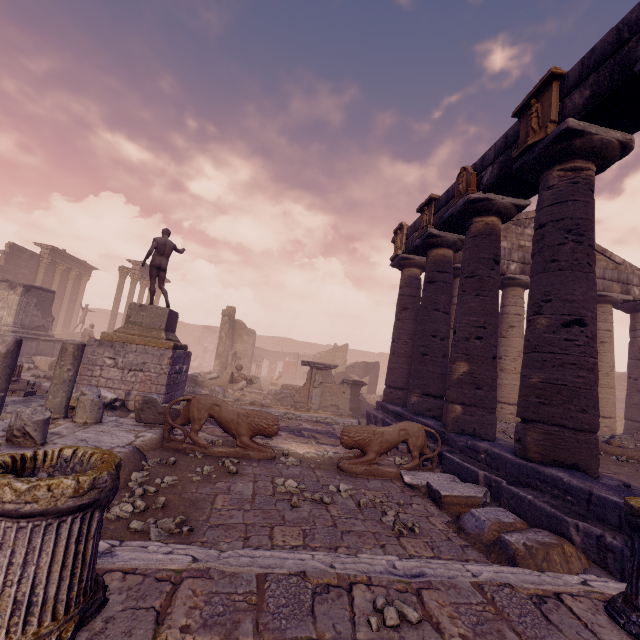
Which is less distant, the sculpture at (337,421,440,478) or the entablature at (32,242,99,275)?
the sculpture at (337,421,440,478)

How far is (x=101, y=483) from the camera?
1.8m

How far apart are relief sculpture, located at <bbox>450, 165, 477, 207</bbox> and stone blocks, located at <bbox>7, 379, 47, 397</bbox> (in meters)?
13.26

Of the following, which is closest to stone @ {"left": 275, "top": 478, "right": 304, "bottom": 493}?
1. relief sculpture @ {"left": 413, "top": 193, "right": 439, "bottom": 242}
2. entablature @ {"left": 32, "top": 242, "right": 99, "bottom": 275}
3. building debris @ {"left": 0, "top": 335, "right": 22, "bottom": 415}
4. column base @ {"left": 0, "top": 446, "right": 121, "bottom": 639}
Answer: building debris @ {"left": 0, "top": 335, "right": 22, "bottom": 415}

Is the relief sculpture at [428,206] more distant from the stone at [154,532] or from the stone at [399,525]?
the stone at [154,532]

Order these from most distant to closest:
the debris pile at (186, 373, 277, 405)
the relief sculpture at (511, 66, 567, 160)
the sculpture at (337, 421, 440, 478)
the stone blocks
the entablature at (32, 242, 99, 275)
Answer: the entablature at (32, 242, 99, 275)
the debris pile at (186, 373, 277, 405)
the stone blocks
the sculpture at (337, 421, 440, 478)
the relief sculpture at (511, 66, 567, 160)

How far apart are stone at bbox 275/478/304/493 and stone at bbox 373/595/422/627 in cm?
227

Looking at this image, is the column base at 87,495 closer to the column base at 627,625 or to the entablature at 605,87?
the column base at 627,625
